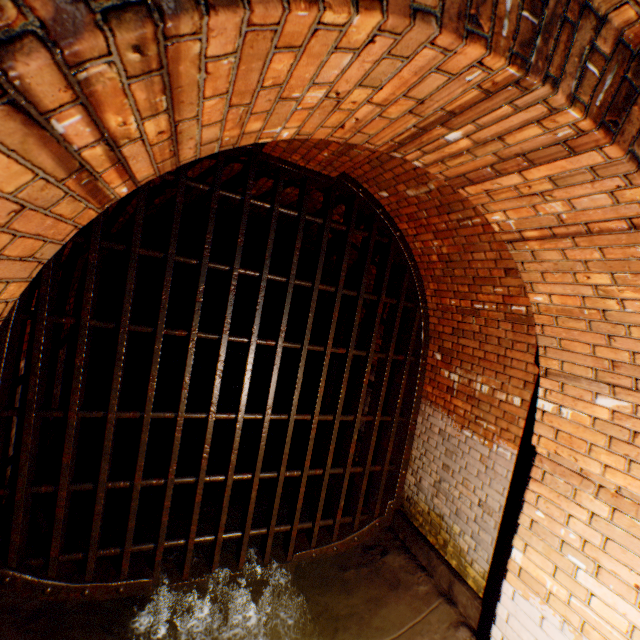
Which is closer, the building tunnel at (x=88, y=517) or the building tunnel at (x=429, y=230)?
the building tunnel at (x=429, y=230)

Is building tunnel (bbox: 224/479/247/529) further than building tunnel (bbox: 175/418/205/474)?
No

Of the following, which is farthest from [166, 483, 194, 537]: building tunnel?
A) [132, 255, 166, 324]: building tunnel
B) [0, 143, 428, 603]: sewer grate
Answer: [132, 255, 166, 324]: building tunnel

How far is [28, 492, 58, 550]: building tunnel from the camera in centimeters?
338cm

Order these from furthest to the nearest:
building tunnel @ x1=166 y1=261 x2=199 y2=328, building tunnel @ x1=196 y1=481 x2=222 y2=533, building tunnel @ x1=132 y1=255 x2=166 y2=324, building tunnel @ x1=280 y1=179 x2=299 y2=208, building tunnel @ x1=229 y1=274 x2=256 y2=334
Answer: building tunnel @ x1=229 y1=274 x2=256 y2=334, building tunnel @ x1=166 y1=261 x2=199 y2=328, building tunnel @ x1=132 y1=255 x2=166 y2=324, building tunnel @ x1=196 y1=481 x2=222 y2=533, building tunnel @ x1=280 y1=179 x2=299 y2=208

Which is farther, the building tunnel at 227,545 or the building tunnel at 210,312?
the building tunnel at 210,312

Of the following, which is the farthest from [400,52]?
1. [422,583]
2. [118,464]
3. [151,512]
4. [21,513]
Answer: [118,464]
